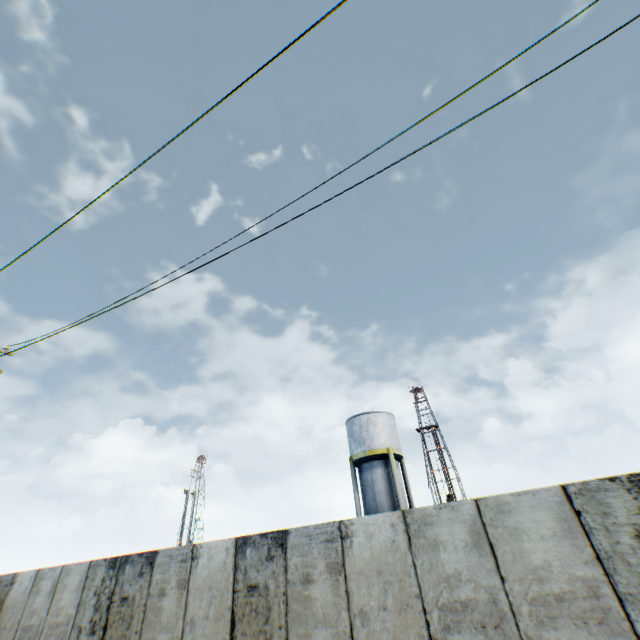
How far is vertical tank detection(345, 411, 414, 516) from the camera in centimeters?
2227cm

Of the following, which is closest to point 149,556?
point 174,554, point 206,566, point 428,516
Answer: point 174,554

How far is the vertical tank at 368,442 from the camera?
22.27m
